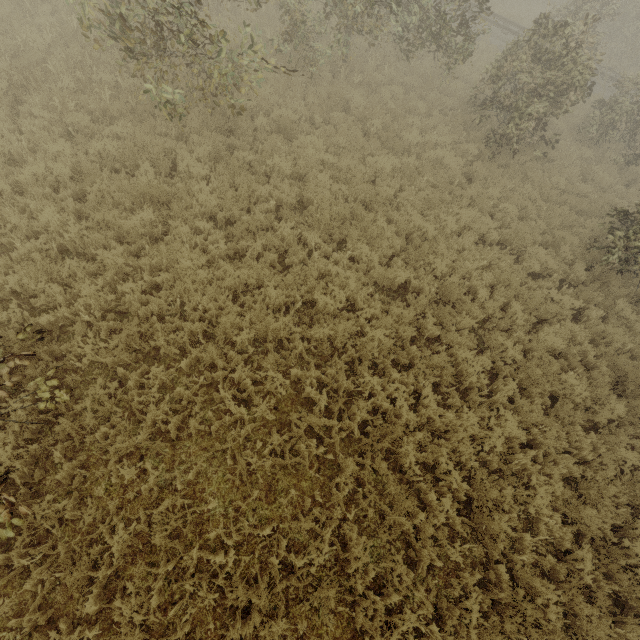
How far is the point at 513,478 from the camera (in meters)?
5.98

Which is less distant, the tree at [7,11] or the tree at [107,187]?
the tree at [107,187]

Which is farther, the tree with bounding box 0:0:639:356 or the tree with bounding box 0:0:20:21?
the tree with bounding box 0:0:20:21
